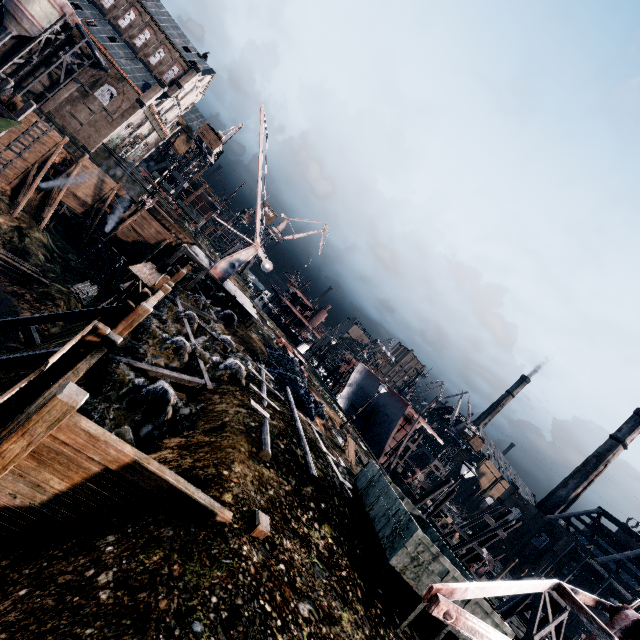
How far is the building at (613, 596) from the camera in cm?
4938

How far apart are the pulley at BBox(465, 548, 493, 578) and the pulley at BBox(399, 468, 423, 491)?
10.1m

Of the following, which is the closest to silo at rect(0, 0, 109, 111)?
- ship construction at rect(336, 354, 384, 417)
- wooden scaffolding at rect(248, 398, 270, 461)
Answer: ship construction at rect(336, 354, 384, 417)

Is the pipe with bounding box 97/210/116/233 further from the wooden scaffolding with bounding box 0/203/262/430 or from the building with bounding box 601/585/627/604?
the building with bounding box 601/585/627/604

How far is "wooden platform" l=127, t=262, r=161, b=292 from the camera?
20.5 meters

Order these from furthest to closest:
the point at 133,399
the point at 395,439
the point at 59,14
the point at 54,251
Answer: the point at 59,14 < the point at 395,439 < the point at 54,251 < the point at 133,399

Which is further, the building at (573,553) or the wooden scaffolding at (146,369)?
the building at (573,553)

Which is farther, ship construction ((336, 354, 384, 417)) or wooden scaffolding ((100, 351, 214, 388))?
ship construction ((336, 354, 384, 417))
